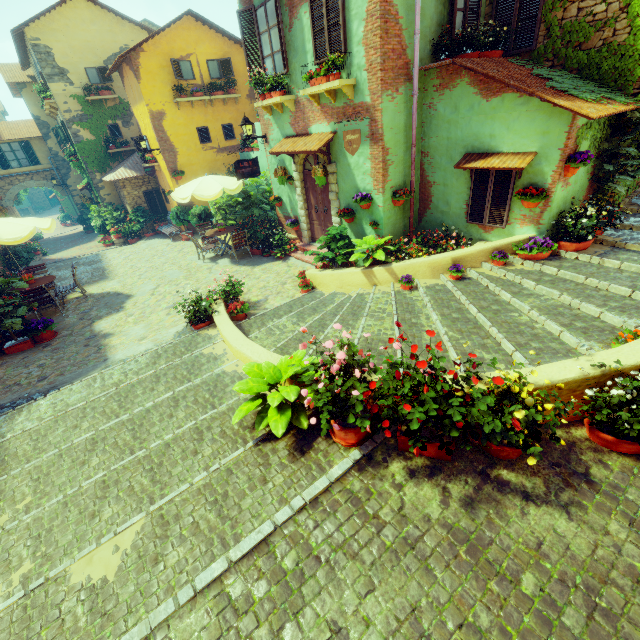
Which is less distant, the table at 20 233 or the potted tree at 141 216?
the table at 20 233

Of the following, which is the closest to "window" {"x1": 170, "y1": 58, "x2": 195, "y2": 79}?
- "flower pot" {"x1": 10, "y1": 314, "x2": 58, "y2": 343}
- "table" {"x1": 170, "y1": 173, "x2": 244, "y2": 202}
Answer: "table" {"x1": 170, "y1": 173, "x2": 244, "y2": 202}

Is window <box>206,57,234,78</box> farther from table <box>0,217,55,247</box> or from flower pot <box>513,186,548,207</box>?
flower pot <box>513,186,548,207</box>

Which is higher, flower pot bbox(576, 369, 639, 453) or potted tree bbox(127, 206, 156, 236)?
flower pot bbox(576, 369, 639, 453)

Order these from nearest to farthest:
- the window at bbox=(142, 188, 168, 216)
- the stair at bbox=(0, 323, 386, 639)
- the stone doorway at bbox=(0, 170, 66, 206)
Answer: the stair at bbox=(0, 323, 386, 639) → the window at bbox=(142, 188, 168, 216) → the stone doorway at bbox=(0, 170, 66, 206)

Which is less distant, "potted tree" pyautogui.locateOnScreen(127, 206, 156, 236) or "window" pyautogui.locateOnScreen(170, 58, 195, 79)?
"window" pyautogui.locateOnScreen(170, 58, 195, 79)

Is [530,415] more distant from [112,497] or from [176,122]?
[176,122]

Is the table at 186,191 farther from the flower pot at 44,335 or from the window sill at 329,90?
the flower pot at 44,335
